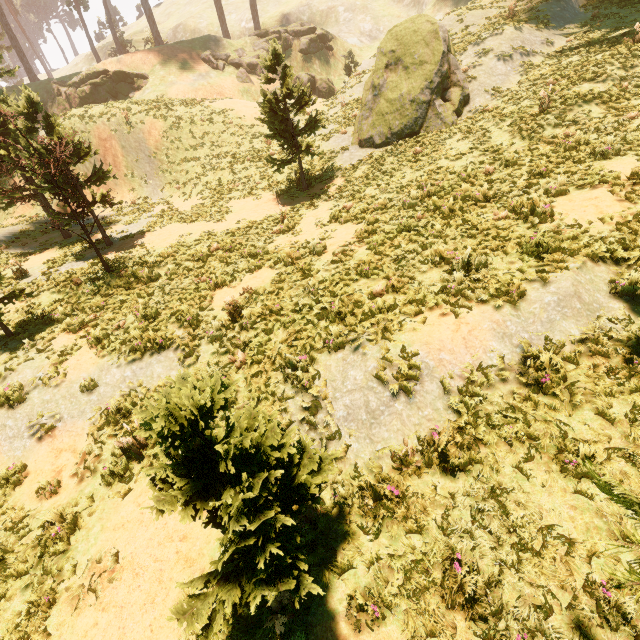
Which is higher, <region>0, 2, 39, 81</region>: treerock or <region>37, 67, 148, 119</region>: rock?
<region>0, 2, 39, 81</region>: treerock

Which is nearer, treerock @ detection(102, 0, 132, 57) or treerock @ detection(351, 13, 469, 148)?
treerock @ detection(351, 13, 469, 148)

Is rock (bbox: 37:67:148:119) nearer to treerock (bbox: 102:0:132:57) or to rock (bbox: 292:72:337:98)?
treerock (bbox: 102:0:132:57)

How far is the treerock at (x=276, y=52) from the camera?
13.6m

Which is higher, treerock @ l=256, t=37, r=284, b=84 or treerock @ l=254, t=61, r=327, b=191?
treerock @ l=256, t=37, r=284, b=84

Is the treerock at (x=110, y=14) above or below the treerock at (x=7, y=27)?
above

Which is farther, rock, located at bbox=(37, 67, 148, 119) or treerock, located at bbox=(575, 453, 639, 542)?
rock, located at bbox=(37, 67, 148, 119)

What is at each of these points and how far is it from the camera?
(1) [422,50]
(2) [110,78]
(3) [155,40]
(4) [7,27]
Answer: (1) treerock, 14.8 meters
(2) rock, 30.2 meters
(3) treerock, 34.9 meters
(4) treerock, 33.1 meters
